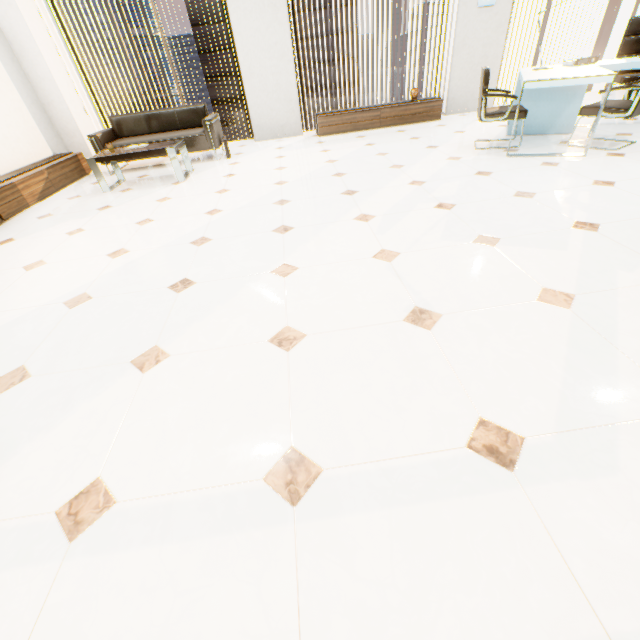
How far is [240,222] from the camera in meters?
3.2 m

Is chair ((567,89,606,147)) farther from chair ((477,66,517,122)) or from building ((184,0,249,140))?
building ((184,0,249,140))

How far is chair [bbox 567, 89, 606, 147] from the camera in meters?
3.5

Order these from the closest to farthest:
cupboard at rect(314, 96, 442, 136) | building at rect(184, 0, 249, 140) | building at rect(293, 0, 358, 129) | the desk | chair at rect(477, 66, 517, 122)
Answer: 1. the desk
2. chair at rect(477, 66, 517, 122)
3. cupboard at rect(314, 96, 442, 136)
4. building at rect(184, 0, 249, 140)
5. building at rect(293, 0, 358, 129)

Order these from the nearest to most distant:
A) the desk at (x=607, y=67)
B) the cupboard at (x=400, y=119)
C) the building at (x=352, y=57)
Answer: the desk at (x=607, y=67) < the cupboard at (x=400, y=119) < the building at (x=352, y=57)

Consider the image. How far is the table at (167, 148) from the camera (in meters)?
4.40

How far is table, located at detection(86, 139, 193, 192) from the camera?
4.4 meters

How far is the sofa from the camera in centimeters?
529cm
